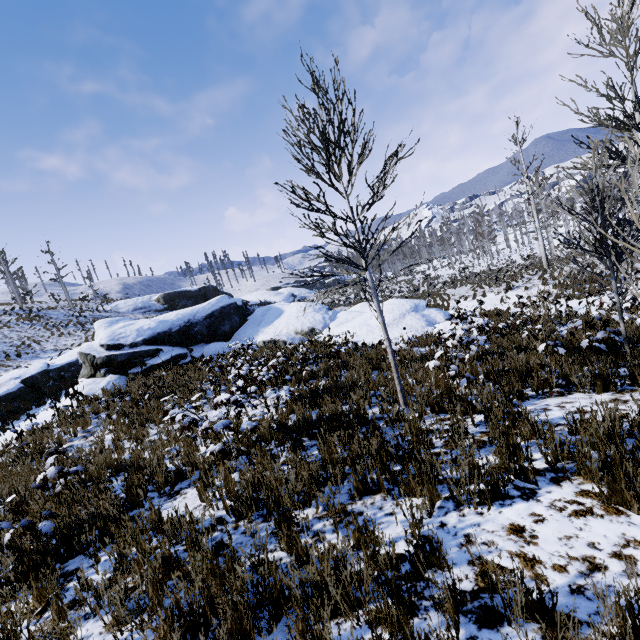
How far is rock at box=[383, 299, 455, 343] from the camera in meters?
13.9 m

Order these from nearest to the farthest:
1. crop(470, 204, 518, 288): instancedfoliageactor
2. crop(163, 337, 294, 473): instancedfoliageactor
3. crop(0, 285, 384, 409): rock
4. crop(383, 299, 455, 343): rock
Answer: crop(163, 337, 294, 473): instancedfoliageactor < crop(383, 299, 455, 343): rock < crop(0, 285, 384, 409): rock < crop(470, 204, 518, 288): instancedfoliageactor

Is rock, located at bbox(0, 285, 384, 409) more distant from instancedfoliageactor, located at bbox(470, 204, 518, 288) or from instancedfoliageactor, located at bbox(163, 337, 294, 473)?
instancedfoliageactor, located at bbox(470, 204, 518, 288)

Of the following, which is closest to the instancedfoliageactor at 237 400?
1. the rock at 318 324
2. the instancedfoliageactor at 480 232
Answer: the rock at 318 324

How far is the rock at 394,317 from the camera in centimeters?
1390cm

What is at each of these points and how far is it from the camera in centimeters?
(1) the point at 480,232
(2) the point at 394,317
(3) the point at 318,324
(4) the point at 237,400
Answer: (1) instancedfoliageactor, 4603cm
(2) rock, 1577cm
(3) rock, 1745cm
(4) instancedfoliageactor, 512cm

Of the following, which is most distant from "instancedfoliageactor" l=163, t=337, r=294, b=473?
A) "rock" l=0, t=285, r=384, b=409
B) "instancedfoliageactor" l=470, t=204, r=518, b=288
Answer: "instancedfoliageactor" l=470, t=204, r=518, b=288

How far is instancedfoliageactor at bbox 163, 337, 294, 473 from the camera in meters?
5.1
